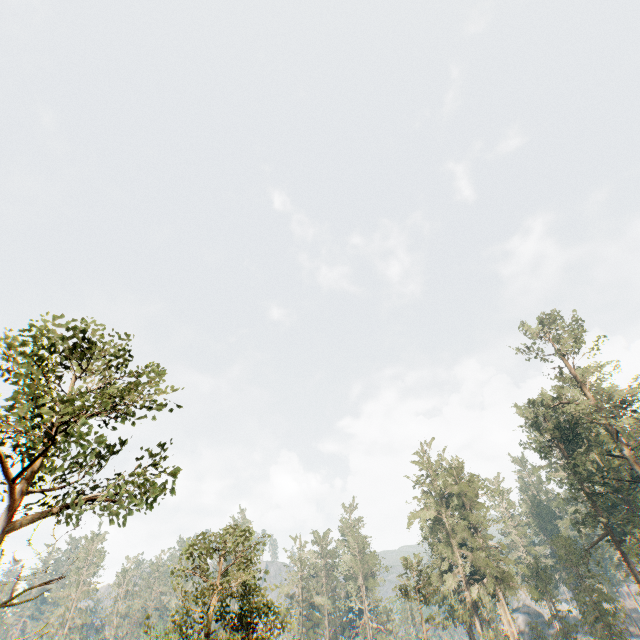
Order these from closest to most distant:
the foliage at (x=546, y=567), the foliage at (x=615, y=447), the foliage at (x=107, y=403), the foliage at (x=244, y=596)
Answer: the foliage at (x=107, y=403) → the foliage at (x=244, y=596) → the foliage at (x=615, y=447) → the foliage at (x=546, y=567)

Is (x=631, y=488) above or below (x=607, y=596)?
above

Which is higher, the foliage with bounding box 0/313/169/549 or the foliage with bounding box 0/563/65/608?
the foliage with bounding box 0/313/169/549

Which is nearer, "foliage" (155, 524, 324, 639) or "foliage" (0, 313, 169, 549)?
"foliage" (0, 313, 169, 549)

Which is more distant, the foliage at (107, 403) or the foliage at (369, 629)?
the foliage at (369, 629)
